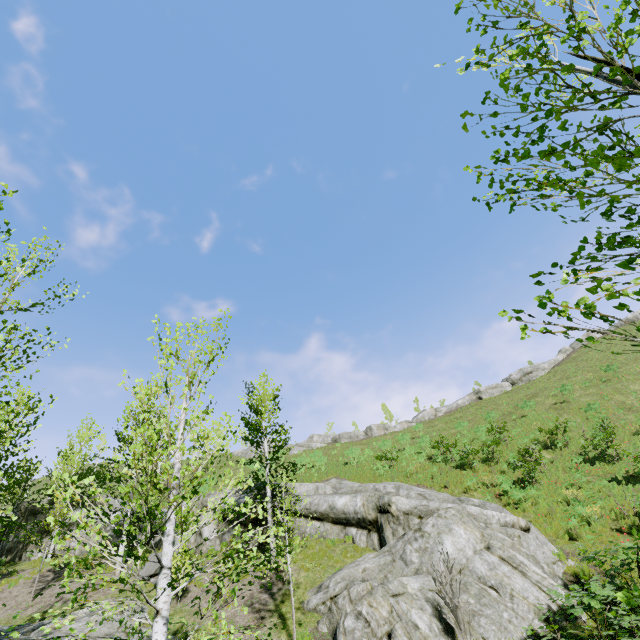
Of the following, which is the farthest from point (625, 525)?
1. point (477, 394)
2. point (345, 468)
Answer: point (477, 394)

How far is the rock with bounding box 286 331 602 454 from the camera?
41.4m

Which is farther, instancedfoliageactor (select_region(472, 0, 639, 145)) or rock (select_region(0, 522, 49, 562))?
rock (select_region(0, 522, 49, 562))

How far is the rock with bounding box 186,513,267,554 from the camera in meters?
16.5

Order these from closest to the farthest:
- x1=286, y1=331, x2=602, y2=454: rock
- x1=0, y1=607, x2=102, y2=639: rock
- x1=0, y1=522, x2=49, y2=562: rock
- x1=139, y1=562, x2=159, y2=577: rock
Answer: x1=0, y1=607, x2=102, y2=639: rock < x1=139, y1=562, x2=159, y2=577: rock < x1=0, y1=522, x2=49, y2=562: rock < x1=286, y1=331, x2=602, y2=454: rock

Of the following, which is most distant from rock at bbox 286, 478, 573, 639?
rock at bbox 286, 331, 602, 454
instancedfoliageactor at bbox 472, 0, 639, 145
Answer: rock at bbox 286, 331, 602, 454

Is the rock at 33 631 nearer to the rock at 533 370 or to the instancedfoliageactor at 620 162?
the instancedfoliageactor at 620 162
